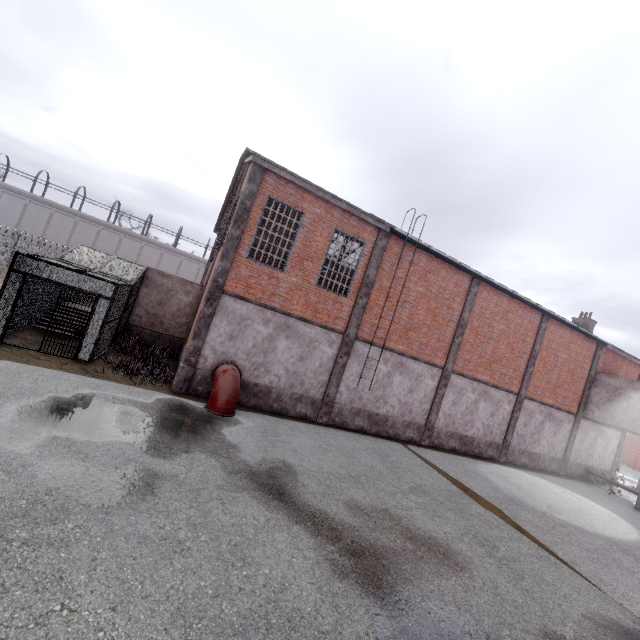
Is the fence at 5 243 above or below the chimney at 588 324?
below

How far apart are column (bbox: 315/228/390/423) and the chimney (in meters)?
19.52

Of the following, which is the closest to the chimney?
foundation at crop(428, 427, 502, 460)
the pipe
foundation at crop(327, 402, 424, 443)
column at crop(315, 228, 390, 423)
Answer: foundation at crop(428, 427, 502, 460)

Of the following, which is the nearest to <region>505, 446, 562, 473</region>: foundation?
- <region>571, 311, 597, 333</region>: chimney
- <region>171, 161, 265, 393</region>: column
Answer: <region>571, 311, 597, 333</region>: chimney

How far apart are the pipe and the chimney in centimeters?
2545cm

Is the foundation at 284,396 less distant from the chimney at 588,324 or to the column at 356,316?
the column at 356,316

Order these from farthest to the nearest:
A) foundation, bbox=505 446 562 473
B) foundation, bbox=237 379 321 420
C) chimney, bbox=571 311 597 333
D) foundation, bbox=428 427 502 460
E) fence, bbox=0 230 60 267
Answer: fence, bbox=0 230 60 267 → chimney, bbox=571 311 597 333 → foundation, bbox=505 446 562 473 → foundation, bbox=428 427 502 460 → foundation, bbox=237 379 321 420

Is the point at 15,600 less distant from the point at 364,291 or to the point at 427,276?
the point at 364,291
